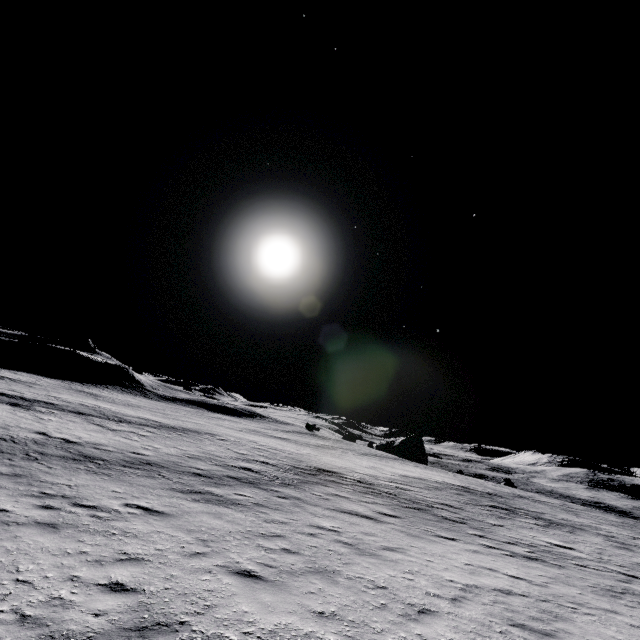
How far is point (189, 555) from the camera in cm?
668
